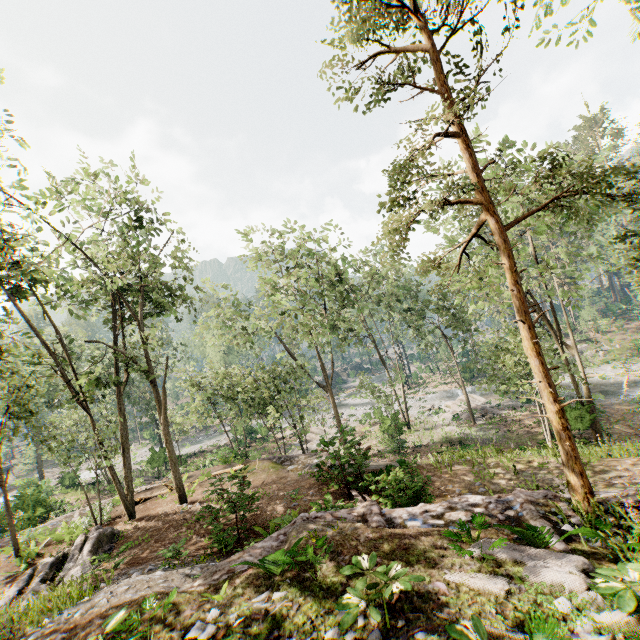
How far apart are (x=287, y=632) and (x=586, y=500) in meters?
6.2

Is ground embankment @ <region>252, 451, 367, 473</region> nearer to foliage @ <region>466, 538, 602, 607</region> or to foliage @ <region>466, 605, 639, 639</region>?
foliage @ <region>466, 538, 602, 607</region>

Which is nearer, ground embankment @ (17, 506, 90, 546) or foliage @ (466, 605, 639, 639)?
foliage @ (466, 605, 639, 639)

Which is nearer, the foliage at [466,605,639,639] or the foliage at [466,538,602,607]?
the foliage at [466,605,639,639]

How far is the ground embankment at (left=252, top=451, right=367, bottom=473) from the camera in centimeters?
1398cm

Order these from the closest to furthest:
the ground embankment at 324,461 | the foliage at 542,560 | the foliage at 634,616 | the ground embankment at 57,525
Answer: the foliage at 634,616 → the foliage at 542,560 → the ground embankment at 324,461 → the ground embankment at 57,525

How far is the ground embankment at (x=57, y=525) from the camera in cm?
1657

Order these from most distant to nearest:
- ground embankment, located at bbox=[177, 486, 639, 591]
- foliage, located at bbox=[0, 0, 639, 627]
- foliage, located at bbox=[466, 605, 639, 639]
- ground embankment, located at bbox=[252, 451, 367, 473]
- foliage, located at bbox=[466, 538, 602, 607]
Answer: ground embankment, located at bbox=[252, 451, 367, 473] → foliage, located at bbox=[0, 0, 639, 627] → ground embankment, located at bbox=[177, 486, 639, 591] → foliage, located at bbox=[466, 538, 602, 607] → foliage, located at bbox=[466, 605, 639, 639]
